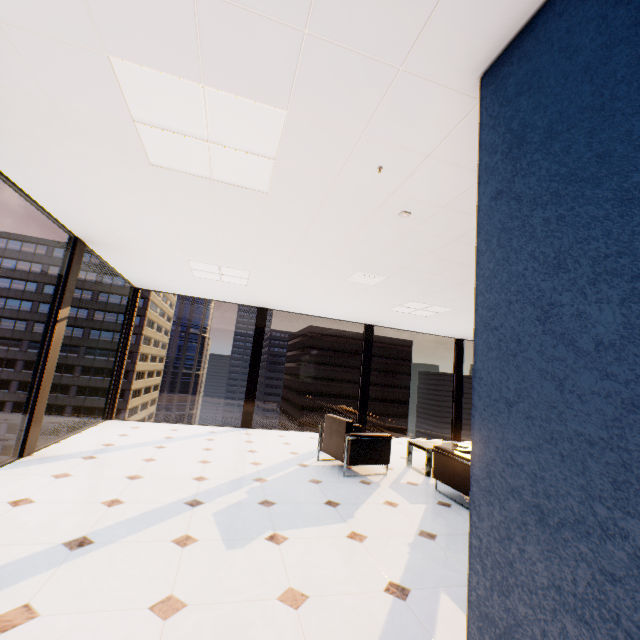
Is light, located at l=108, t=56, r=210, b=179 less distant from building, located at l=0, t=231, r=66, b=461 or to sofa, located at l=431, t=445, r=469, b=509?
sofa, located at l=431, t=445, r=469, b=509

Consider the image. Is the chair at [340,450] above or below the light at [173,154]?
below

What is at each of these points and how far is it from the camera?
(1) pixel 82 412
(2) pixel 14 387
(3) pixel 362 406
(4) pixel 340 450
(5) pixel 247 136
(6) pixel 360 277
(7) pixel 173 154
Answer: (1) building, 55.8m
(2) building, 53.7m
(3) window, 8.6m
(4) chair, 5.0m
(5) light, 2.2m
(6) ceiling vent, 5.0m
(7) light, 2.5m

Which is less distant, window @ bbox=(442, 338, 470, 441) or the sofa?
the sofa

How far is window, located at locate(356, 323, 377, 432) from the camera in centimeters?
855cm

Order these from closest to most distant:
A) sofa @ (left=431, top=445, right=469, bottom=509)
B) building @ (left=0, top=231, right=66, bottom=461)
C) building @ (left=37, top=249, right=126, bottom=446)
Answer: sofa @ (left=431, top=445, right=469, bottom=509) → building @ (left=0, top=231, right=66, bottom=461) → building @ (left=37, top=249, right=126, bottom=446)

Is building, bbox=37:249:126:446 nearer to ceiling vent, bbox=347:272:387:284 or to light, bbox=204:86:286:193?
ceiling vent, bbox=347:272:387:284

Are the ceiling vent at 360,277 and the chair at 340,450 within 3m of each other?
yes
